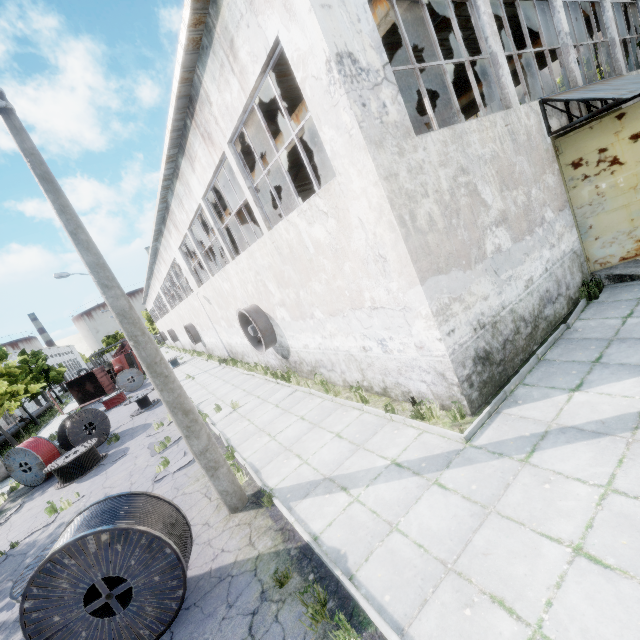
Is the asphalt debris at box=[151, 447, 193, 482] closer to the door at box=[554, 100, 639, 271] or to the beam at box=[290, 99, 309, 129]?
the beam at box=[290, 99, 309, 129]

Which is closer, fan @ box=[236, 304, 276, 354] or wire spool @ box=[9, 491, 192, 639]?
wire spool @ box=[9, 491, 192, 639]

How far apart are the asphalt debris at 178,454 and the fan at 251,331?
4.5 meters

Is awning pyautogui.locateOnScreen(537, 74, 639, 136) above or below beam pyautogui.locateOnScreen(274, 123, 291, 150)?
below

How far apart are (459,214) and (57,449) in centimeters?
1947cm

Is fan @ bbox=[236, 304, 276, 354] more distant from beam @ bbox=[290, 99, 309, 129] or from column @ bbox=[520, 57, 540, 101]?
column @ bbox=[520, 57, 540, 101]

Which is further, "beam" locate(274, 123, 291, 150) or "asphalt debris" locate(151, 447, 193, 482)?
"beam" locate(274, 123, 291, 150)

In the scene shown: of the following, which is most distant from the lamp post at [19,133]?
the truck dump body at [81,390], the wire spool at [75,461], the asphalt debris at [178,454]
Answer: the truck dump body at [81,390]
